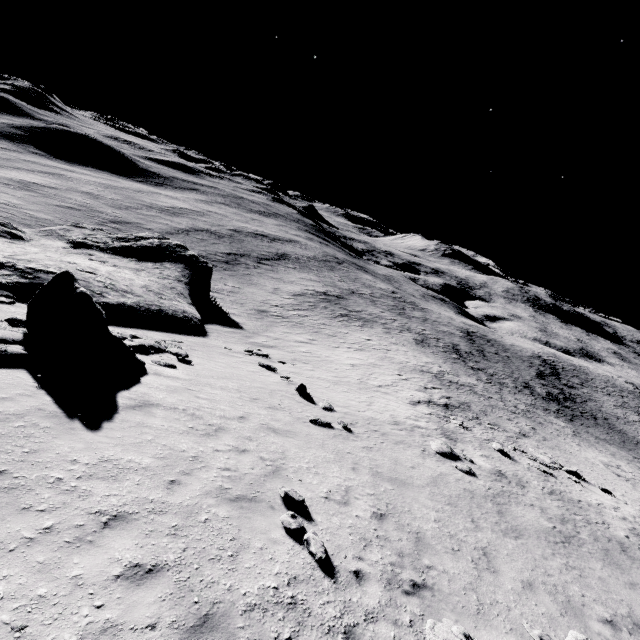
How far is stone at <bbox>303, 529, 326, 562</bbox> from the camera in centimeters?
614cm

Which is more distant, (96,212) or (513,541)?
(96,212)

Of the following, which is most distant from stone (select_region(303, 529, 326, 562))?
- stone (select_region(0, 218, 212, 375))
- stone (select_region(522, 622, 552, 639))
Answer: stone (select_region(0, 218, 212, 375))

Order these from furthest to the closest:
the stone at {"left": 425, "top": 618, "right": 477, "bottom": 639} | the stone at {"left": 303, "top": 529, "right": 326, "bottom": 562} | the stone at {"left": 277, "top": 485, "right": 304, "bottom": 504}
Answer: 1. the stone at {"left": 277, "top": 485, "right": 304, "bottom": 504}
2. the stone at {"left": 303, "top": 529, "right": 326, "bottom": 562}
3. the stone at {"left": 425, "top": 618, "right": 477, "bottom": 639}

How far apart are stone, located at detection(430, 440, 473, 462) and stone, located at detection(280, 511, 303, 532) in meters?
10.3 m

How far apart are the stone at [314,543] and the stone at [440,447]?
10.2m

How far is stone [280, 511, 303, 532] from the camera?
6.6m

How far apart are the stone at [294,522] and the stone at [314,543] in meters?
0.2 m
